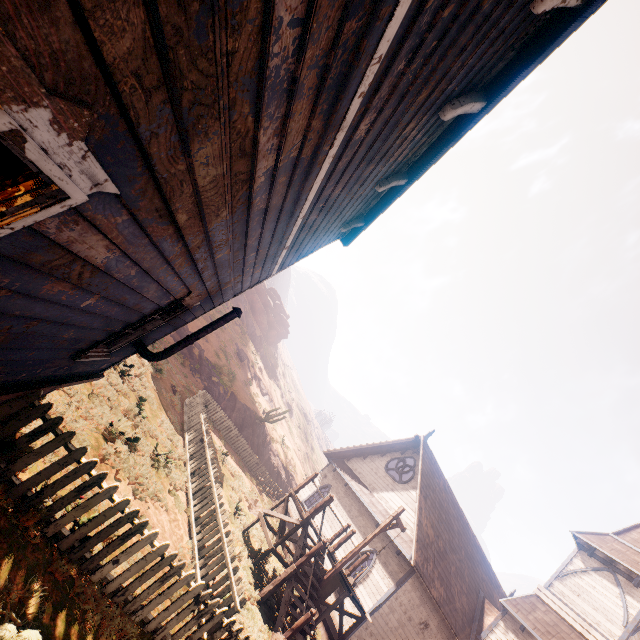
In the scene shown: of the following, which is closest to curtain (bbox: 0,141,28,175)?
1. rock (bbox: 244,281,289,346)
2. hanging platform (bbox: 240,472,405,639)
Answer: hanging platform (bbox: 240,472,405,639)

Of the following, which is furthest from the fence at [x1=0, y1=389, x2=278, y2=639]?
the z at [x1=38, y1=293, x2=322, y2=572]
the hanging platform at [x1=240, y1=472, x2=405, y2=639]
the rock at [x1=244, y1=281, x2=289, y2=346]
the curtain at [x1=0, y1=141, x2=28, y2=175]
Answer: the rock at [x1=244, y1=281, x2=289, y2=346]

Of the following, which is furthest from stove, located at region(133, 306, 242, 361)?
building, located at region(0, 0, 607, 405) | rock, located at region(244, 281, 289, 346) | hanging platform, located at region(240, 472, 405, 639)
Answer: rock, located at region(244, 281, 289, 346)

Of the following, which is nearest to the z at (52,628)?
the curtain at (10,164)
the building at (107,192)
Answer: the building at (107,192)

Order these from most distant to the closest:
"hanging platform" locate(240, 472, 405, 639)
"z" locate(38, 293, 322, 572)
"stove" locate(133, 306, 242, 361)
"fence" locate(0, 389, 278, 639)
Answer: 1. "hanging platform" locate(240, 472, 405, 639)
2. "z" locate(38, 293, 322, 572)
3. "stove" locate(133, 306, 242, 361)
4. "fence" locate(0, 389, 278, 639)

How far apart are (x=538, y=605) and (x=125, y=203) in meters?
23.7

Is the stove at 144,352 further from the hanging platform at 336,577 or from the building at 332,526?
the hanging platform at 336,577

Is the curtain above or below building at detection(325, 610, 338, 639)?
above
